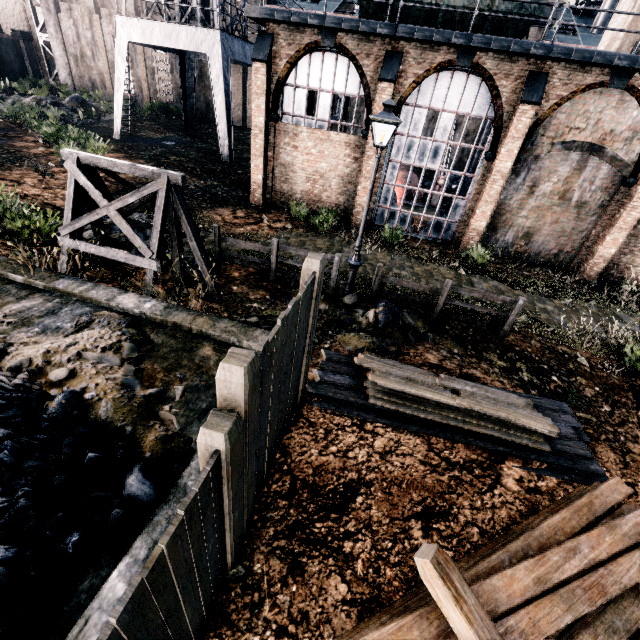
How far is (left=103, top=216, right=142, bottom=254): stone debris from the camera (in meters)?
10.22

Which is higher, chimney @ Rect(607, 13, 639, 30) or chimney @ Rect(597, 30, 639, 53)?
chimney @ Rect(607, 13, 639, 30)

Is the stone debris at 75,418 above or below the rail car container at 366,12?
below

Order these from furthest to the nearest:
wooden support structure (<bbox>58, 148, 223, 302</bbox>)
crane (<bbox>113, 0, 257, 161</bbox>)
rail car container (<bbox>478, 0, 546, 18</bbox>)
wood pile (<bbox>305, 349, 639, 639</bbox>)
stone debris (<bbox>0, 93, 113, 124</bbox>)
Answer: stone debris (<bbox>0, 93, 113, 124</bbox>), crane (<bbox>113, 0, 257, 161</bbox>), rail car container (<bbox>478, 0, 546, 18</bbox>), wooden support structure (<bbox>58, 148, 223, 302</bbox>), wood pile (<bbox>305, 349, 639, 639</bbox>)

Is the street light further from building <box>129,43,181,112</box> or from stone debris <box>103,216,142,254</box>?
building <box>129,43,181,112</box>

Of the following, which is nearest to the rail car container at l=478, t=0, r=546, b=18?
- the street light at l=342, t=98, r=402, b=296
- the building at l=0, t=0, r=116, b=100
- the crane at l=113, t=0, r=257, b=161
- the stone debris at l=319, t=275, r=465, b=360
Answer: the building at l=0, t=0, r=116, b=100

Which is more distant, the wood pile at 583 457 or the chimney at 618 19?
the chimney at 618 19

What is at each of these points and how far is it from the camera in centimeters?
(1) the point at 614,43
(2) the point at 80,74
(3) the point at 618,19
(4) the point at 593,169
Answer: (1) chimney, 1595cm
(2) building, 3756cm
(3) chimney, 1617cm
(4) building, 1450cm
